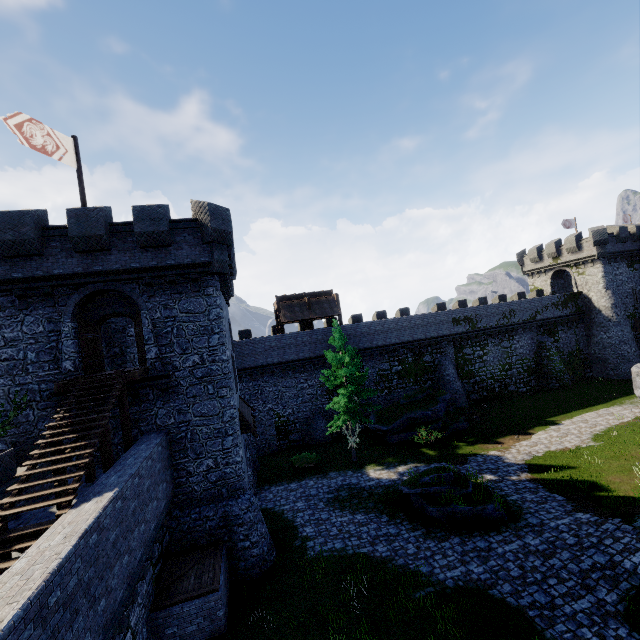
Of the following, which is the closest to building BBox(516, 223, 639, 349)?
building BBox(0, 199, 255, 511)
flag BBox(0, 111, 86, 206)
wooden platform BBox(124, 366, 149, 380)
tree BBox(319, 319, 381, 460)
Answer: tree BBox(319, 319, 381, 460)

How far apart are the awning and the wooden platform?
5.2m

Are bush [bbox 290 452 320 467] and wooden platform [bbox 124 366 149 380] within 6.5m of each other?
no

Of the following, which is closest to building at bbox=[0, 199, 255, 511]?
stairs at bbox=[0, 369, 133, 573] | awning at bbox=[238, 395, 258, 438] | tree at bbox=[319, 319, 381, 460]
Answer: awning at bbox=[238, 395, 258, 438]

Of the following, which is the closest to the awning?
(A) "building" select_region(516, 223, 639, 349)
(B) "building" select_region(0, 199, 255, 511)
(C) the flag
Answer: (B) "building" select_region(0, 199, 255, 511)

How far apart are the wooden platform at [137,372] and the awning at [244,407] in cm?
523

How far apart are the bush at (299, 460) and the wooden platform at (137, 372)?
13.54m

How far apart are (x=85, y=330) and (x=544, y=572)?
21.1m
